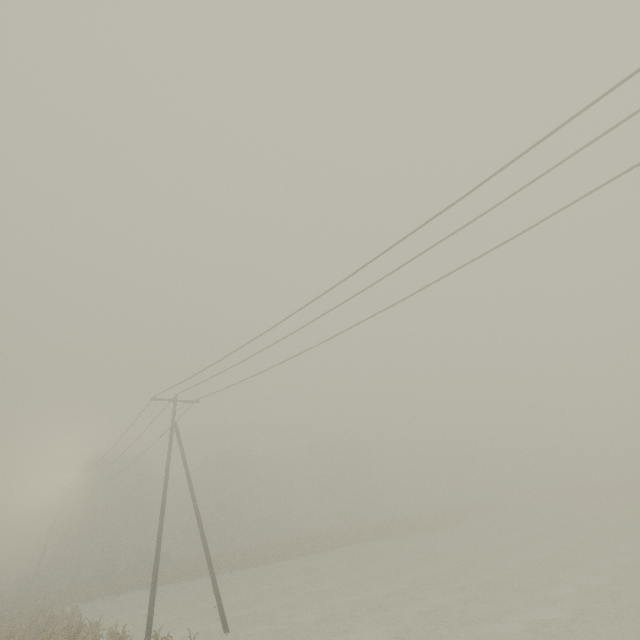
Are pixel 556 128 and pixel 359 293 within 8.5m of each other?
yes
